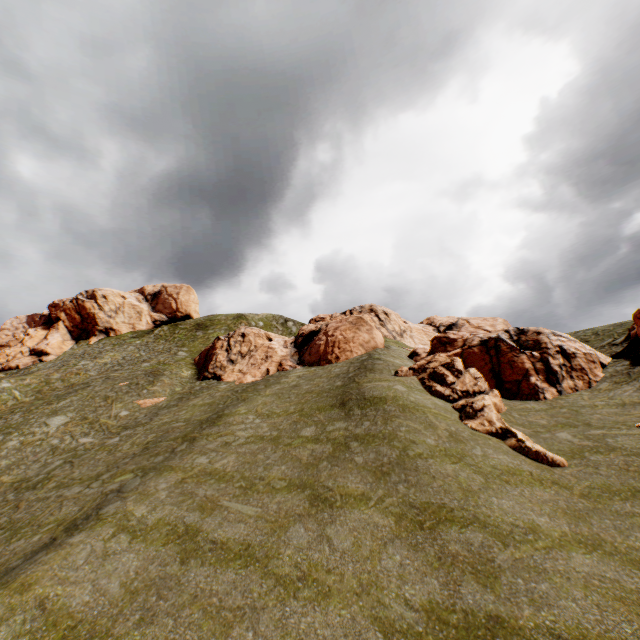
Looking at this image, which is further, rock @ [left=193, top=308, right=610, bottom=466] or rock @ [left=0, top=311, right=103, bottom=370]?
rock @ [left=0, top=311, right=103, bottom=370]

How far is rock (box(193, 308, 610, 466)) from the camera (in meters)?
18.65

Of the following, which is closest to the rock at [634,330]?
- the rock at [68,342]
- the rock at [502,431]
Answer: the rock at [502,431]

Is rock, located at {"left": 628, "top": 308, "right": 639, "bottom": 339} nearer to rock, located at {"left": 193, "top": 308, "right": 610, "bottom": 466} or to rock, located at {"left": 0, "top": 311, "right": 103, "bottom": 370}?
rock, located at {"left": 193, "top": 308, "right": 610, "bottom": 466}

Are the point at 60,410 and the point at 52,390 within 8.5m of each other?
no

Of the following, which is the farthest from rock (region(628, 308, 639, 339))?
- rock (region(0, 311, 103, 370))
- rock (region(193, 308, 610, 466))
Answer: rock (region(0, 311, 103, 370))

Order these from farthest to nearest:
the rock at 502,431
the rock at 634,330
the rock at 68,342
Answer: the rock at 68,342, the rock at 634,330, the rock at 502,431

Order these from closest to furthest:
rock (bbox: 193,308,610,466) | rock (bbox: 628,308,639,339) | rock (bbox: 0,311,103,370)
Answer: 1. rock (bbox: 193,308,610,466)
2. rock (bbox: 628,308,639,339)
3. rock (bbox: 0,311,103,370)
